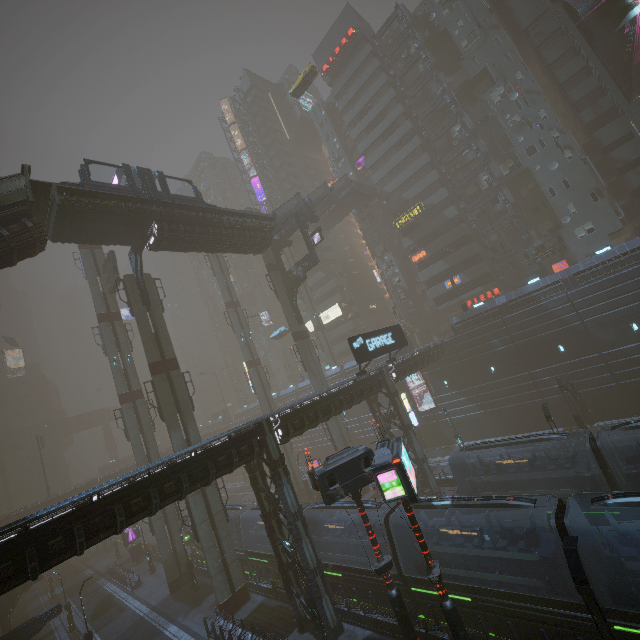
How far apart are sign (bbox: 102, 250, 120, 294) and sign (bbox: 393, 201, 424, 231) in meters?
38.0

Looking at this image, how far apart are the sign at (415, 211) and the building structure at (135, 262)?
36.5m

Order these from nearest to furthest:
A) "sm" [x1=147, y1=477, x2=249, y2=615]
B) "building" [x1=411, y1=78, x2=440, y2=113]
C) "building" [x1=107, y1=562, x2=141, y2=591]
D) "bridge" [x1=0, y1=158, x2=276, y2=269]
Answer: "bridge" [x1=0, y1=158, x2=276, y2=269] → "sm" [x1=147, y1=477, x2=249, y2=615] → "building" [x1=107, y1=562, x2=141, y2=591] → "building" [x1=411, y1=78, x2=440, y2=113]

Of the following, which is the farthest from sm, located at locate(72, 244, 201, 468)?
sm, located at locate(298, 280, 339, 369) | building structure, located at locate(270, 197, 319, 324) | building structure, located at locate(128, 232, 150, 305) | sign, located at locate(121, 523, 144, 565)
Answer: sm, located at locate(298, 280, 339, 369)

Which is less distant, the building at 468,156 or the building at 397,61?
the building at 468,156

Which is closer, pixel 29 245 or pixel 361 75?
pixel 29 245

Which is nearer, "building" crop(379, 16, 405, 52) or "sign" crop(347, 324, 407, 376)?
"sign" crop(347, 324, 407, 376)

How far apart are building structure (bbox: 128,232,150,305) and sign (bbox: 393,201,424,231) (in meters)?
36.52
